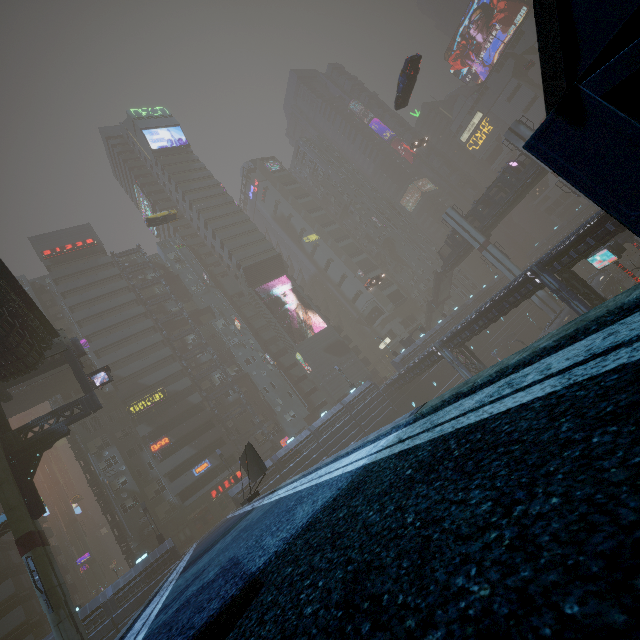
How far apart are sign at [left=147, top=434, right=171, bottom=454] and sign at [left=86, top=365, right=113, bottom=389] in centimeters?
2016cm

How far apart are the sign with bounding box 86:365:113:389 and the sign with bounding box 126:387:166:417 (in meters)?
19.98

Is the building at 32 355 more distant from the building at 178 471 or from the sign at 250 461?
the building at 178 471

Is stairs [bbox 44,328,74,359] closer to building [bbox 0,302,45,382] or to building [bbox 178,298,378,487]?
building [bbox 0,302,45,382]

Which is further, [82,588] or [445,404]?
[82,588]

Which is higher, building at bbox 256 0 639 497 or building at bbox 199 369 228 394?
building at bbox 199 369 228 394

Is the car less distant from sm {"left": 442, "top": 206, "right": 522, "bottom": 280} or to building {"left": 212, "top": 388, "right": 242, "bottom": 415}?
building {"left": 212, "top": 388, "right": 242, "bottom": 415}

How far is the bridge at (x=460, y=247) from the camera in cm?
5509
